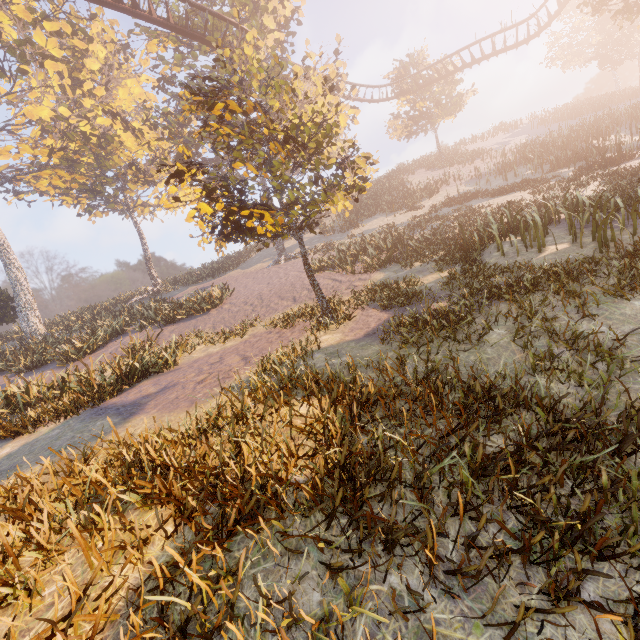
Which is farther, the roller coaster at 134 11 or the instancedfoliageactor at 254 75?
the roller coaster at 134 11

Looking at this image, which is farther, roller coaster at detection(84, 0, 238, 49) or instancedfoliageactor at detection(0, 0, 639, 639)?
roller coaster at detection(84, 0, 238, 49)

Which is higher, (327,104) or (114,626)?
(327,104)
